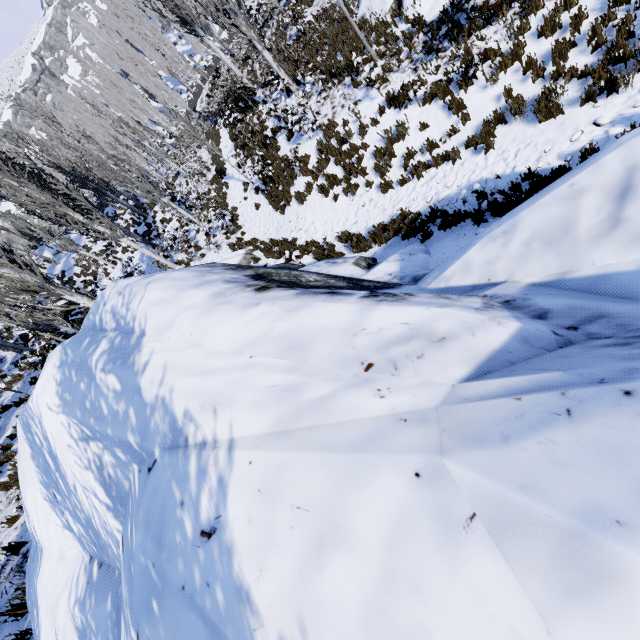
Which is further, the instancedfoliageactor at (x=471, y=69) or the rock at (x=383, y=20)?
the rock at (x=383, y=20)

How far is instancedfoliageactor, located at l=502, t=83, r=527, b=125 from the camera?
6.67m

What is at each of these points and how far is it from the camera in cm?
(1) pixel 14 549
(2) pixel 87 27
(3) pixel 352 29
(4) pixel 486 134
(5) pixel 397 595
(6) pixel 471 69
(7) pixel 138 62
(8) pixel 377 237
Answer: (1) instancedfoliageactor, 651
(2) instancedfoliageactor, 5938
(3) instancedfoliageactor, 1178
(4) instancedfoliageactor, 730
(5) rock, 130
(6) instancedfoliageactor, 727
(7) instancedfoliageactor, 3142
(8) instancedfoliageactor, 875

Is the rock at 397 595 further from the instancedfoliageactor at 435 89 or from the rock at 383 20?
the rock at 383 20

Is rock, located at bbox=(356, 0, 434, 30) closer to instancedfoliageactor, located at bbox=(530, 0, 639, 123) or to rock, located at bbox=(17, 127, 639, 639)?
instancedfoliageactor, located at bbox=(530, 0, 639, 123)

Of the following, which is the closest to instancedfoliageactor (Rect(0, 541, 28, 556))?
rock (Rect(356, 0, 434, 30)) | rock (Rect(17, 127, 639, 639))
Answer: rock (Rect(17, 127, 639, 639))

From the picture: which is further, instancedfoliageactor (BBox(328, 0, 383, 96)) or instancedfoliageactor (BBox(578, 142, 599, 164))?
instancedfoliageactor (BBox(328, 0, 383, 96))
